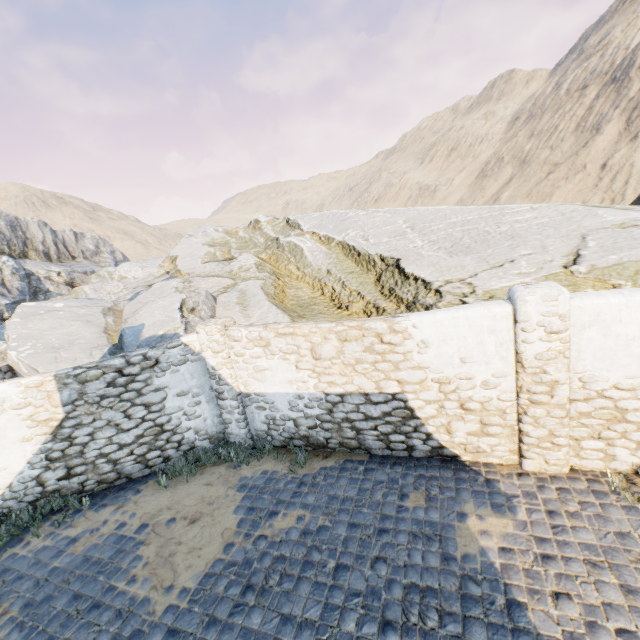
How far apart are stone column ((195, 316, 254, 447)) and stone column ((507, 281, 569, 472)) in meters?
5.6 m

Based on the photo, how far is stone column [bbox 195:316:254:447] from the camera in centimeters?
723cm

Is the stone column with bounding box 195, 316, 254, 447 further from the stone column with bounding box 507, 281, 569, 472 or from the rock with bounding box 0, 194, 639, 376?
the stone column with bounding box 507, 281, 569, 472

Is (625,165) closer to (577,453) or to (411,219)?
(411,219)

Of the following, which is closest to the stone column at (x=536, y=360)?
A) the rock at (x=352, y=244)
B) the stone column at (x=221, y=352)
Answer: the rock at (x=352, y=244)

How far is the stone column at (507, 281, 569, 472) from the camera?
4.85m

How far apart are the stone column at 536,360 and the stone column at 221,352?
5.64m
